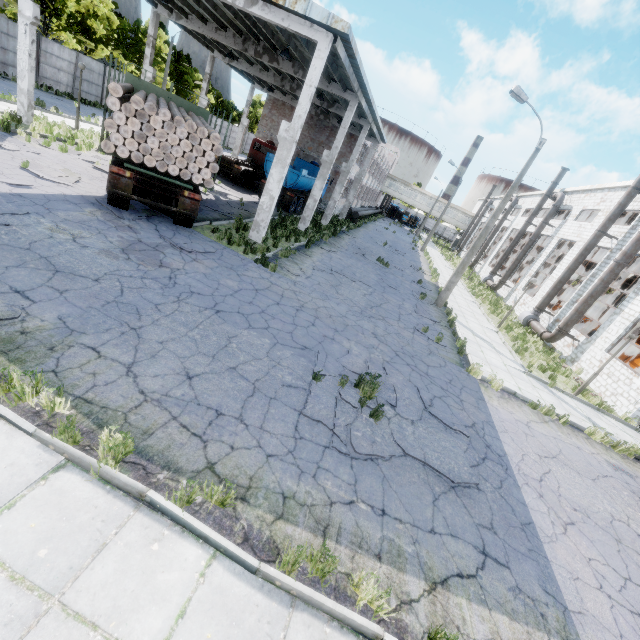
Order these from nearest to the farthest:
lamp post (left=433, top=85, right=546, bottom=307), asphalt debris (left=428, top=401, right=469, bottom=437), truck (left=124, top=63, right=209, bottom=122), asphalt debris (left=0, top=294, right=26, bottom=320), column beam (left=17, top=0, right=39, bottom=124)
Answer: asphalt debris (left=0, top=294, right=26, bottom=320), asphalt debris (left=428, top=401, right=469, bottom=437), truck (left=124, top=63, right=209, bottom=122), column beam (left=17, top=0, right=39, bottom=124), lamp post (left=433, top=85, right=546, bottom=307)

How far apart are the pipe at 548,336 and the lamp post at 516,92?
7.4 meters

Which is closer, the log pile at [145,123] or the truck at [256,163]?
the log pile at [145,123]

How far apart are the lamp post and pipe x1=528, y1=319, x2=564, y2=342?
7.4 meters

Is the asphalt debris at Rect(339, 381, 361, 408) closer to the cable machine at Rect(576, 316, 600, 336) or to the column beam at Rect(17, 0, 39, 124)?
the column beam at Rect(17, 0, 39, 124)

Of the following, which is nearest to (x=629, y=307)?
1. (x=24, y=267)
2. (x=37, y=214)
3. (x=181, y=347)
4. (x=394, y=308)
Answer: (x=394, y=308)

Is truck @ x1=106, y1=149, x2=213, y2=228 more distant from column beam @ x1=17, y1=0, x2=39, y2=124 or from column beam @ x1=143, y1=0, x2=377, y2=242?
column beam @ x1=143, y1=0, x2=377, y2=242

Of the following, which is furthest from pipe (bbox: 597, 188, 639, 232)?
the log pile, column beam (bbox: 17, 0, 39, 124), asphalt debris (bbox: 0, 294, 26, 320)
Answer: asphalt debris (bbox: 0, 294, 26, 320)
